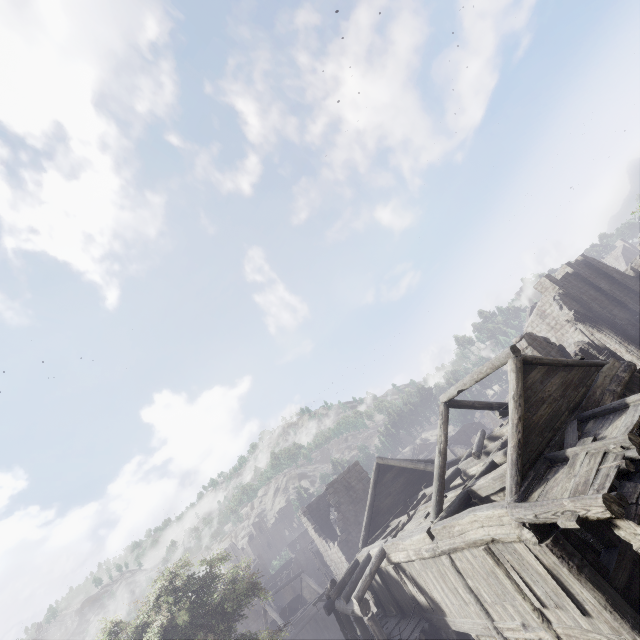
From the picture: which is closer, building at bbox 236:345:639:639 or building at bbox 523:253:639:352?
building at bbox 236:345:639:639

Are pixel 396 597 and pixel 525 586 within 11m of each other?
yes

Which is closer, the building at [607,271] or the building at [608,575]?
the building at [608,575]
